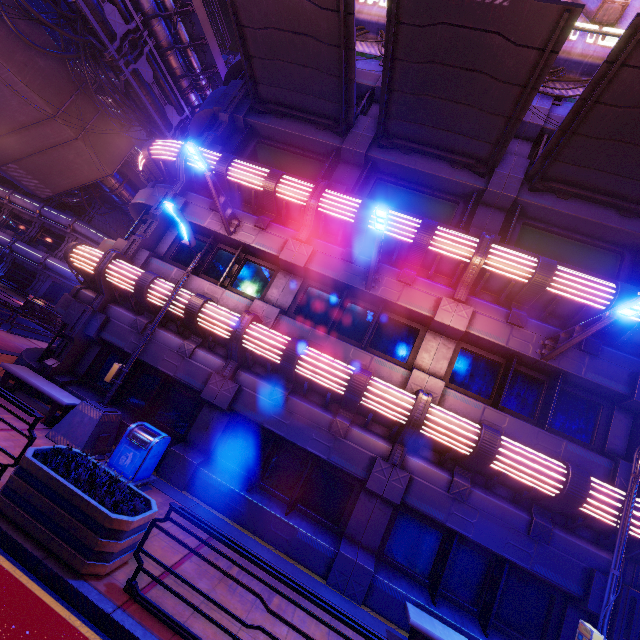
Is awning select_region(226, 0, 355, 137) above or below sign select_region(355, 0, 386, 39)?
below

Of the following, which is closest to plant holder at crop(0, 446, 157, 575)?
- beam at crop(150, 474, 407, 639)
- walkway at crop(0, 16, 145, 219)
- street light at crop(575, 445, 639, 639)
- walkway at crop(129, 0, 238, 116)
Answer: beam at crop(150, 474, 407, 639)

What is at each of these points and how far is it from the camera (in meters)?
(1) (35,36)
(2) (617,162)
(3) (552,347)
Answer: (1) walkway, 15.48
(2) awning, 8.56
(3) street light, 8.36

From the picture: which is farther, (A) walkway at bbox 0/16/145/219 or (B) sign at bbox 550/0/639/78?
(A) walkway at bbox 0/16/145/219

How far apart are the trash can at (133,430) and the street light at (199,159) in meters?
6.1

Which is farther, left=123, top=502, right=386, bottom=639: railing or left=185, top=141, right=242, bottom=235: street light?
left=185, top=141, right=242, bottom=235: street light

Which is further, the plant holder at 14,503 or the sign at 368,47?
the sign at 368,47

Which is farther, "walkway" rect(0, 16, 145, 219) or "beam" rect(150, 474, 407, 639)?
"walkway" rect(0, 16, 145, 219)
